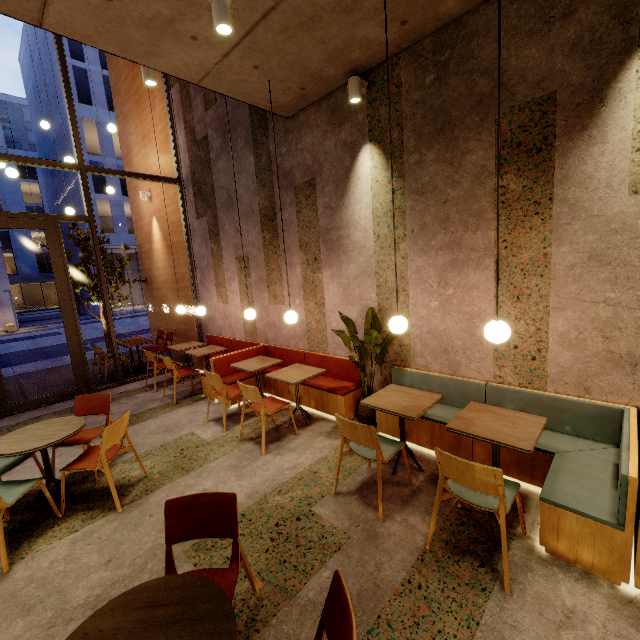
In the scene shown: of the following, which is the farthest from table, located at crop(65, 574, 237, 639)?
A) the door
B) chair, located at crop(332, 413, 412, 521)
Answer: the door

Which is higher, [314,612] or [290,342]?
[290,342]

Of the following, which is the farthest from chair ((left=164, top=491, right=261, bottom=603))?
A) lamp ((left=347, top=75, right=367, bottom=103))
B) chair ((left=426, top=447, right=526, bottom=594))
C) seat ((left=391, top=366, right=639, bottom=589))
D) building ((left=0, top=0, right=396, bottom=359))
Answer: lamp ((left=347, top=75, right=367, bottom=103))

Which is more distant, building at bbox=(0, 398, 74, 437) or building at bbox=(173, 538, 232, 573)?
building at bbox=(0, 398, 74, 437)

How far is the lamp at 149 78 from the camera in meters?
3.7

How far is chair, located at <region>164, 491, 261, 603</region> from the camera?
1.93m

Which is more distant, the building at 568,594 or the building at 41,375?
the building at 41,375

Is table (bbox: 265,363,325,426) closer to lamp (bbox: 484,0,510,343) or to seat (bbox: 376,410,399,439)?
seat (bbox: 376,410,399,439)
